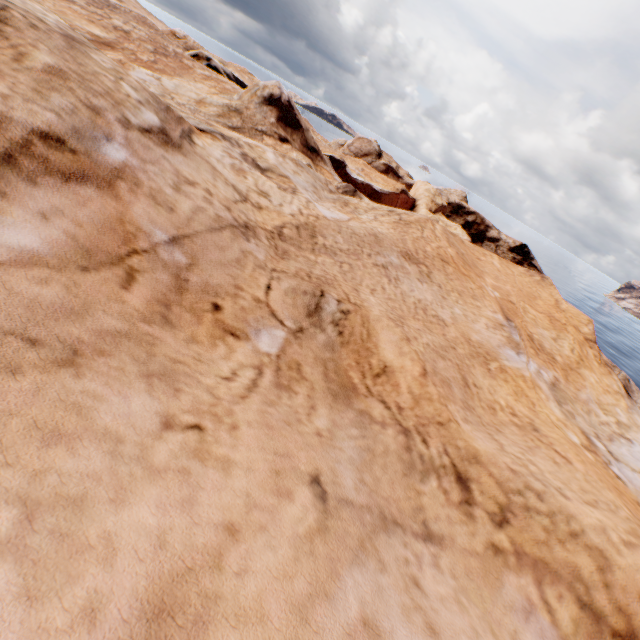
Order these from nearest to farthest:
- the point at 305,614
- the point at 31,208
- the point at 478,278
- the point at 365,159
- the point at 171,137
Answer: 1. the point at 305,614
2. the point at 31,208
3. the point at 171,137
4. the point at 478,278
5. the point at 365,159
